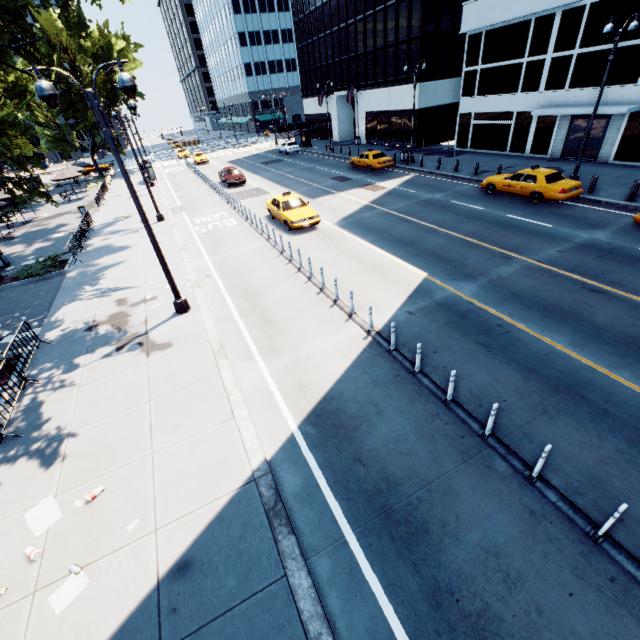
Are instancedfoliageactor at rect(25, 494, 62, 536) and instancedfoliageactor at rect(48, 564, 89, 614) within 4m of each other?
yes

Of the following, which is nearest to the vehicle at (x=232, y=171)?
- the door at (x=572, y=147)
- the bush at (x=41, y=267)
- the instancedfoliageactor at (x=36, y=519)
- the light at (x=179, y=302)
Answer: the light at (x=179, y=302)

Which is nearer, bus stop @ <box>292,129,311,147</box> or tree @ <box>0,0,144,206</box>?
tree @ <box>0,0,144,206</box>

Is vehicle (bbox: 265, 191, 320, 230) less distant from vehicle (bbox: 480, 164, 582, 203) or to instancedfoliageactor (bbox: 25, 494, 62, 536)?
vehicle (bbox: 480, 164, 582, 203)

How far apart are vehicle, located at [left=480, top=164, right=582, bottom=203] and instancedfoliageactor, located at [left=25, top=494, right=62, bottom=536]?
22.5m

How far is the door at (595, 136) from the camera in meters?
21.5

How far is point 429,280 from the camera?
12.23m

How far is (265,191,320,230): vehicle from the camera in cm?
1791
